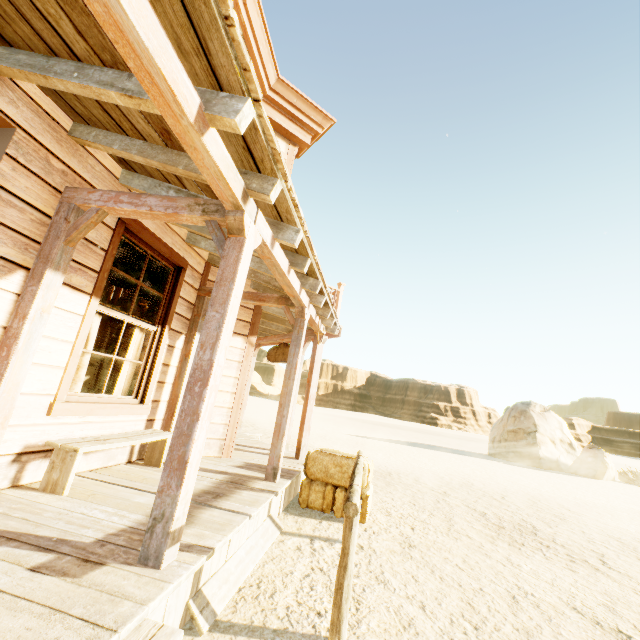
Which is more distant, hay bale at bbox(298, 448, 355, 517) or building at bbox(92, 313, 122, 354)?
building at bbox(92, 313, 122, 354)

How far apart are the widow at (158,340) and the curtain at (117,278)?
0.02m

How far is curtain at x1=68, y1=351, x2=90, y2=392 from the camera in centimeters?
370cm

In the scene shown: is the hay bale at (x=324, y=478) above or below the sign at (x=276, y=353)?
below

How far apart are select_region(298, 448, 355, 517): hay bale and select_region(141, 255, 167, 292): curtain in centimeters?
336cm

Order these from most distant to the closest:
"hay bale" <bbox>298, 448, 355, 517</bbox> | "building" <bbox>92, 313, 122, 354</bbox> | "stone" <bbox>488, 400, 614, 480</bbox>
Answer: "stone" <bbox>488, 400, 614, 480</bbox> → "building" <bbox>92, 313, 122, 354</bbox> → "hay bale" <bbox>298, 448, 355, 517</bbox>

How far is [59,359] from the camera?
3.24m
